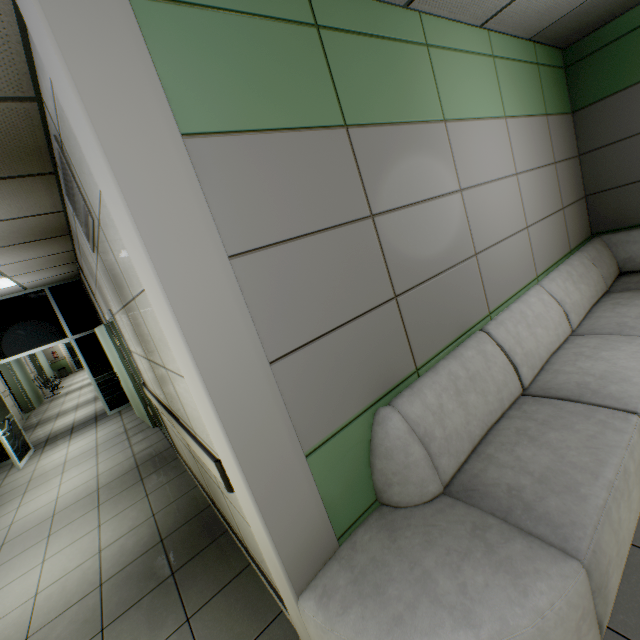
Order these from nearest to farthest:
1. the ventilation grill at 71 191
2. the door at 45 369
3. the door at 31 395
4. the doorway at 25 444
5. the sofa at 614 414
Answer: the sofa at 614 414 → the ventilation grill at 71 191 → the doorway at 25 444 → the door at 31 395 → the door at 45 369

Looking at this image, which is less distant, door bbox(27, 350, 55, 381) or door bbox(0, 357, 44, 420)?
door bbox(0, 357, 44, 420)

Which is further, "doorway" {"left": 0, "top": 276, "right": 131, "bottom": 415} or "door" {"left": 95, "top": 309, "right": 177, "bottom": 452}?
"doorway" {"left": 0, "top": 276, "right": 131, "bottom": 415}

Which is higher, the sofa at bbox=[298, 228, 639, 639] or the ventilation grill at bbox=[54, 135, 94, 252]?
the ventilation grill at bbox=[54, 135, 94, 252]

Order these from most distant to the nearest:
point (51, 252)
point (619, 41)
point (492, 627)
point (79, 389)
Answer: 1. point (79, 389)
2. point (51, 252)
3. point (619, 41)
4. point (492, 627)

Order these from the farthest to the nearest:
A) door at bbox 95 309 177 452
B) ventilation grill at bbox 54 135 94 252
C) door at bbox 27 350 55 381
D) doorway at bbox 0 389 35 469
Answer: door at bbox 27 350 55 381 → doorway at bbox 0 389 35 469 → door at bbox 95 309 177 452 → ventilation grill at bbox 54 135 94 252

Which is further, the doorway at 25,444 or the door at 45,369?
the door at 45,369

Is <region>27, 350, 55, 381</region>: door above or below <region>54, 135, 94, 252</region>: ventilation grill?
below
